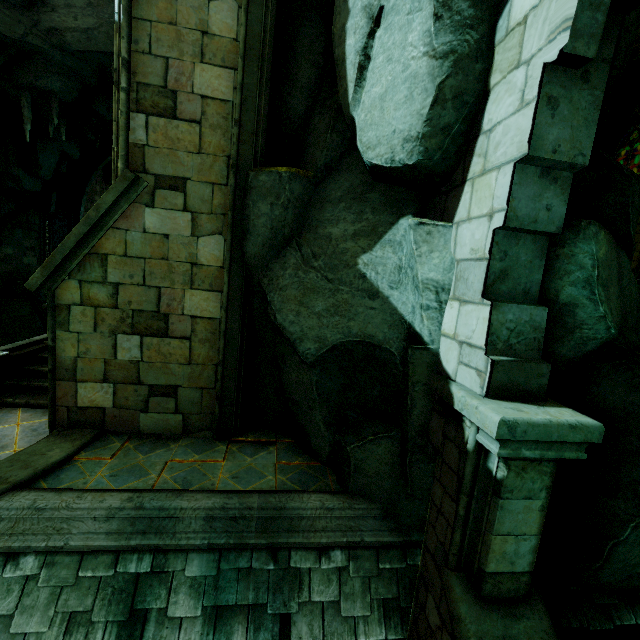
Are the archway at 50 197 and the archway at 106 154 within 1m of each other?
no

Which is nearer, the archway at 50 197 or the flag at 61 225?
the archway at 50 197

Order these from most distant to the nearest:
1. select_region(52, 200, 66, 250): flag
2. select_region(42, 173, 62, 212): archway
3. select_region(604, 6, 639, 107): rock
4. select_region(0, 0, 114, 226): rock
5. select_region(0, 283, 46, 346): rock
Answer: select_region(52, 200, 66, 250): flag, select_region(42, 173, 62, 212): archway, select_region(0, 283, 46, 346): rock, select_region(0, 0, 114, 226): rock, select_region(604, 6, 639, 107): rock

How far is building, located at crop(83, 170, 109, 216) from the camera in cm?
2552

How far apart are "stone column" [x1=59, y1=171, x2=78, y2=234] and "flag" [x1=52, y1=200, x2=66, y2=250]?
0.1 meters

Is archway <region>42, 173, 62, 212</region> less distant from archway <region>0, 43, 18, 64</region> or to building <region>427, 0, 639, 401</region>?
building <region>427, 0, 639, 401</region>

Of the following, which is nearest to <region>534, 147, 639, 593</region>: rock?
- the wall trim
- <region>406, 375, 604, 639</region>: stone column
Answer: <region>406, 375, 604, 639</region>: stone column

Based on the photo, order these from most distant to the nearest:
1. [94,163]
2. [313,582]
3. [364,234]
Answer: [94,163]
[364,234]
[313,582]
